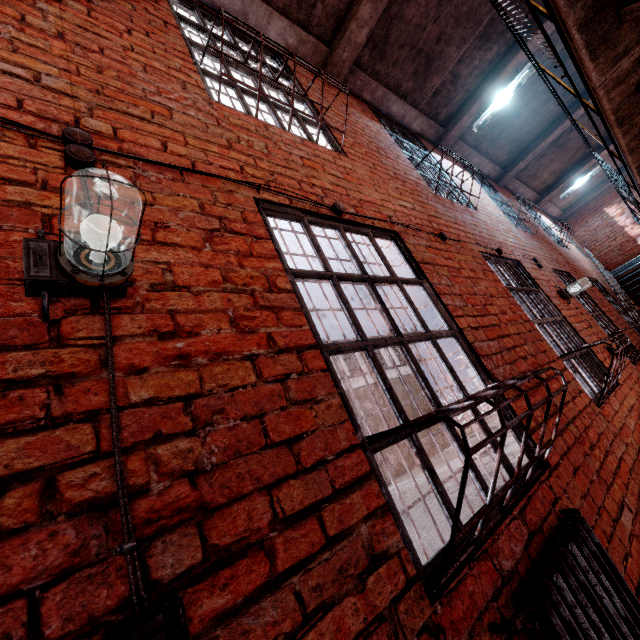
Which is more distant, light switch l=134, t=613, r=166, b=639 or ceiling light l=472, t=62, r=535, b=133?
ceiling light l=472, t=62, r=535, b=133

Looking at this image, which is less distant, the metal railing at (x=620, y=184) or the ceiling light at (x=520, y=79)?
the metal railing at (x=620, y=184)

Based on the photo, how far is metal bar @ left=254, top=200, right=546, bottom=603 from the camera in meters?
1.4

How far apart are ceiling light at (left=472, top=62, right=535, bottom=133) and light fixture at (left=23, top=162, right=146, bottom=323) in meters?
6.7

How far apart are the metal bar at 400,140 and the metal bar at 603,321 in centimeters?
115cm

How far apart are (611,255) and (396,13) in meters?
11.7 m

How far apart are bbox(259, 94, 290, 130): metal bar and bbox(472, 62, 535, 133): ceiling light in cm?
376

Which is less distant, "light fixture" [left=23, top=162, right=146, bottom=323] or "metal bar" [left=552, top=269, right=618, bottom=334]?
"light fixture" [left=23, top=162, right=146, bottom=323]
